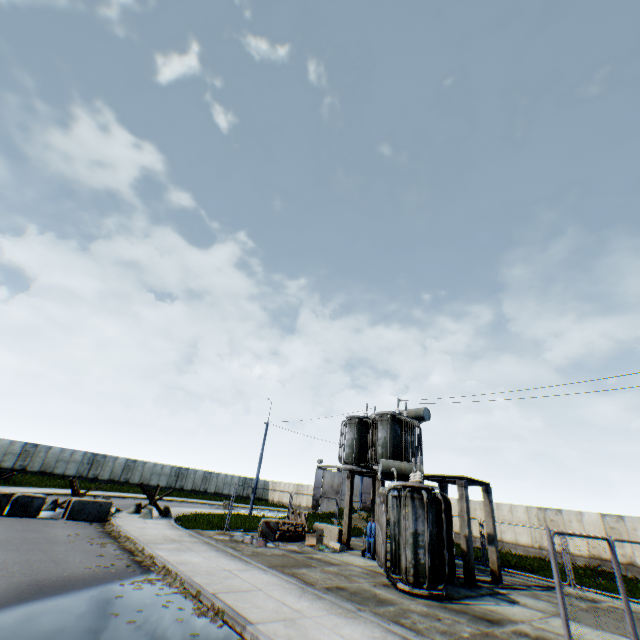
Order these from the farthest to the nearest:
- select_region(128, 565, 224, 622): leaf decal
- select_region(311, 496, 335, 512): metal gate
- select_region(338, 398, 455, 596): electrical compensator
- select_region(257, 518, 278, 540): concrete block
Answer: select_region(311, 496, 335, 512): metal gate → select_region(257, 518, 278, 540): concrete block → select_region(338, 398, 455, 596): electrical compensator → select_region(128, 565, 224, 622): leaf decal

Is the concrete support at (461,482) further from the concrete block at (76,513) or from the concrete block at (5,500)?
the concrete block at (5,500)

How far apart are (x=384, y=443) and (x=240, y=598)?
10.95m

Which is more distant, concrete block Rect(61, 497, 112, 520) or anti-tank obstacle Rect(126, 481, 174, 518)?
anti-tank obstacle Rect(126, 481, 174, 518)

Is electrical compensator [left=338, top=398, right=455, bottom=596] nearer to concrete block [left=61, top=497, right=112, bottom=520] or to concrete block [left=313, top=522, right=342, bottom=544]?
concrete block [left=313, top=522, right=342, bottom=544]

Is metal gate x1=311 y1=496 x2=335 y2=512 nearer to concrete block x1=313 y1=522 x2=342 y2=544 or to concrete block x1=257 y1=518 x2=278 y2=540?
concrete block x1=313 y1=522 x2=342 y2=544

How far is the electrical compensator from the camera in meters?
9.7

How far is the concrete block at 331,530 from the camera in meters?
16.7
